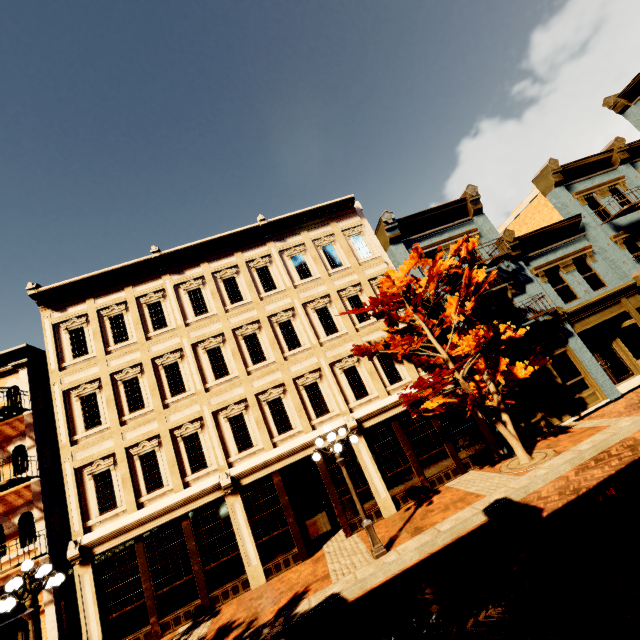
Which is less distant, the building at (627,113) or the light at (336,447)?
the light at (336,447)

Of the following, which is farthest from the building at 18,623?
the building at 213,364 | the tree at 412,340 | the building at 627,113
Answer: the building at 627,113

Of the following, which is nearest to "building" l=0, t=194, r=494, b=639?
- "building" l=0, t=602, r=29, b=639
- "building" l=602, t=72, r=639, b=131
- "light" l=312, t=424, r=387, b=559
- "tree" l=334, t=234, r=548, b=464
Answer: "building" l=602, t=72, r=639, b=131

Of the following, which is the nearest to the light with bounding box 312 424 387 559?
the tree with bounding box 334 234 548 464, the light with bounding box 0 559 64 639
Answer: the tree with bounding box 334 234 548 464

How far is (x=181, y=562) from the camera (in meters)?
10.78

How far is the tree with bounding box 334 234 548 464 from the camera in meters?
10.3 m

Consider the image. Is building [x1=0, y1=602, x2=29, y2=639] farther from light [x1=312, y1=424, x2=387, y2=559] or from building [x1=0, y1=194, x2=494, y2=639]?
light [x1=312, y1=424, x2=387, y2=559]

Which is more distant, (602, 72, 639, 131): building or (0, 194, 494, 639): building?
(602, 72, 639, 131): building
